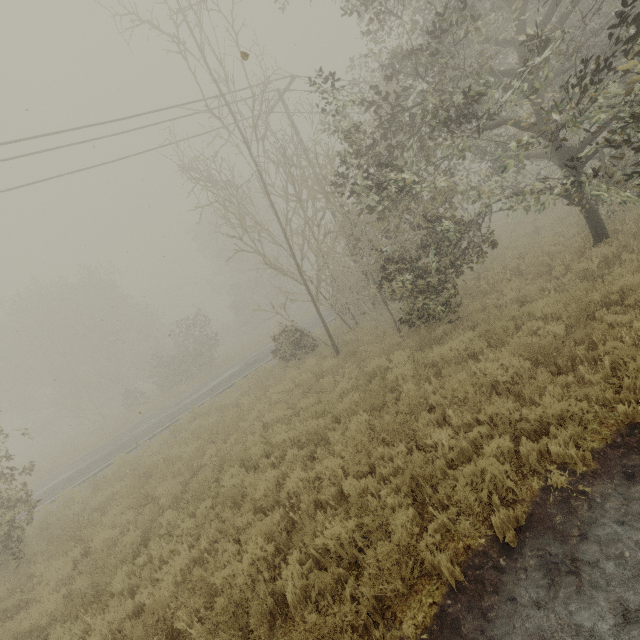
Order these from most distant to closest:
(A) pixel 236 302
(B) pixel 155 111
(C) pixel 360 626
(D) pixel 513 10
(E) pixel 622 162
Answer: (A) pixel 236 302
(B) pixel 155 111
(E) pixel 622 162
(D) pixel 513 10
(C) pixel 360 626

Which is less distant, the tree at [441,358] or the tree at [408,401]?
the tree at [408,401]

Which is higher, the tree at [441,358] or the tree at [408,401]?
the tree at [408,401]

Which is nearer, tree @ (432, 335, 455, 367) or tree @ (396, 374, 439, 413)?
tree @ (396, 374, 439, 413)

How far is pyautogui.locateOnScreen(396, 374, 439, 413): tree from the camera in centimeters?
650cm

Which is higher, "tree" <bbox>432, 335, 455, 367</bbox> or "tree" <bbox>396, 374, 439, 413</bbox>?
"tree" <bbox>396, 374, 439, 413</bbox>
